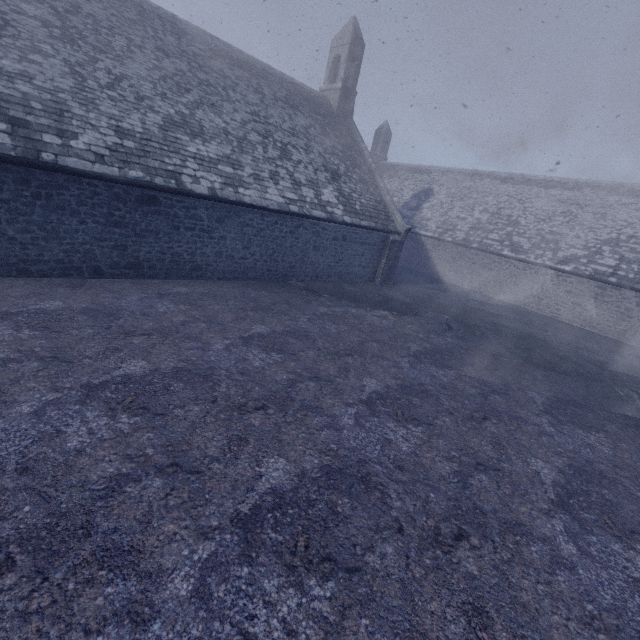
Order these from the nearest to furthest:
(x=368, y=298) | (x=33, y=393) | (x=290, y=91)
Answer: (x=33, y=393)
(x=368, y=298)
(x=290, y=91)
